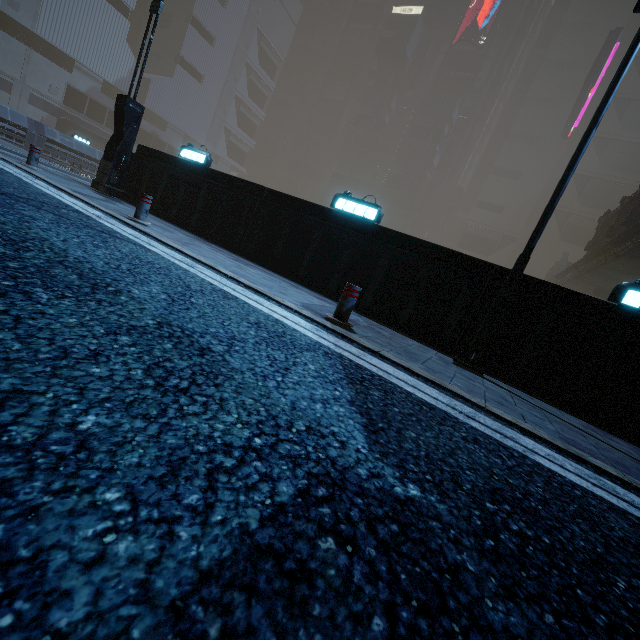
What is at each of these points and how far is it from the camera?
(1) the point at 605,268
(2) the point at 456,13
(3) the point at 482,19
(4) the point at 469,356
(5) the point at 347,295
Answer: (1) bridge, 22.8 meters
(2) building, 59.8 meters
(3) building, 57.1 meters
(4) street light, 5.6 meters
(5) bollard, 4.5 meters

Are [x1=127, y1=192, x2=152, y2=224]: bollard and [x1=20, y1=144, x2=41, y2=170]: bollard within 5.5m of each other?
yes

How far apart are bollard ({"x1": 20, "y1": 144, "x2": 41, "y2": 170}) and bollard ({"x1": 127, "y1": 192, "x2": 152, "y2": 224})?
4.56m

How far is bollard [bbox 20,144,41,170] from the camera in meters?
8.5 m

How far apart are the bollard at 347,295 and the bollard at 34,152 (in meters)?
9.66

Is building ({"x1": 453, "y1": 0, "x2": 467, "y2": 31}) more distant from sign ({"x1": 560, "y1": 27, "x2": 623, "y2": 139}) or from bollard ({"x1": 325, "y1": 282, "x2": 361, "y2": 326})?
bollard ({"x1": 325, "y1": 282, "x2": 361, "y2": 326})

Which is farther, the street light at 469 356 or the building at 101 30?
the building at 101 30

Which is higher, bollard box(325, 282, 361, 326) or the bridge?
the bridge
